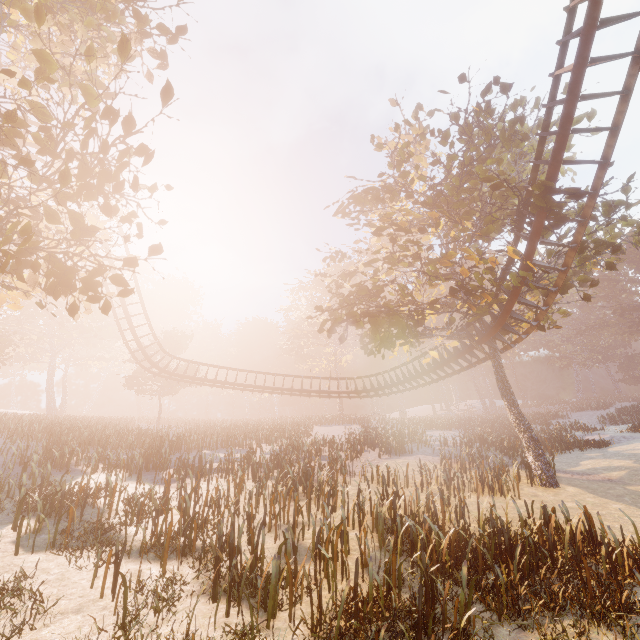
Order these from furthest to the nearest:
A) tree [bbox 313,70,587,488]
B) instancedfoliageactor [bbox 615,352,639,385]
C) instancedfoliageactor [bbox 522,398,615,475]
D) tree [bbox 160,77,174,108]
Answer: instancedfoliageactor [bbox 615,352,639,385], instancedfoliageactor [bbox 522,398,615,475], tree [bbox 313,70,587,488], tree [bbox 160,77,174,108]

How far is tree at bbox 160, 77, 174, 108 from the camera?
5.6m

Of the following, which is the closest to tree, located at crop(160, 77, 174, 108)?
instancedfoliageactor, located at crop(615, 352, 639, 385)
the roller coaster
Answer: the roller coaster

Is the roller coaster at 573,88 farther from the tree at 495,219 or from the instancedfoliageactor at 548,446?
the instancedfoliageactor at 548,446

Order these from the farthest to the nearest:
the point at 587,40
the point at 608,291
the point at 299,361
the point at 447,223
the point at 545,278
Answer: the point at 608,291, the point at 299,361, the point at 447,223, the point at 545,278, the point at 587,40

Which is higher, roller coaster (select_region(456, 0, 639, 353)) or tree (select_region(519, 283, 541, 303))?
roller coaster (select_region(456, 0, 639, 353))
